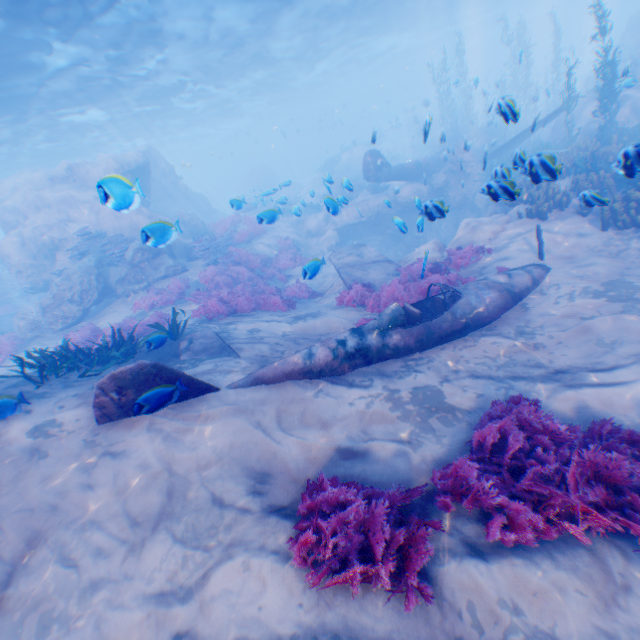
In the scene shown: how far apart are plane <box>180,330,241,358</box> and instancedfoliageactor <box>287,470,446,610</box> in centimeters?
338cm

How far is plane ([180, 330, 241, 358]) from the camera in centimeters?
725cm

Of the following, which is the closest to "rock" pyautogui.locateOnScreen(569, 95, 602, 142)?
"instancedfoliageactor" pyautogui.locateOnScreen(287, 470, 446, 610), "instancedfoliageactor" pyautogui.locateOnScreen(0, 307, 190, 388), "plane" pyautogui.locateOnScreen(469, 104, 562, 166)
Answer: "plane" pyautogui.locateOnScreen(469, 104, 562, 166)

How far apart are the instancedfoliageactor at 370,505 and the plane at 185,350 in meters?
3.4 m

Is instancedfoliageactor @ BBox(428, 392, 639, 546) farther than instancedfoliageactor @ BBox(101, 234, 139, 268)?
No

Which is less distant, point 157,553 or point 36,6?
point 157,553

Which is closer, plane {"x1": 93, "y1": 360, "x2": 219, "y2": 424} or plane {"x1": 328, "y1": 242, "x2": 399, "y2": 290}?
plane {"x1": 93, "y1": 360, "x2": 219, "y2": 424}

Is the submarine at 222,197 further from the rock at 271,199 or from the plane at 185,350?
the plane at 185,350
